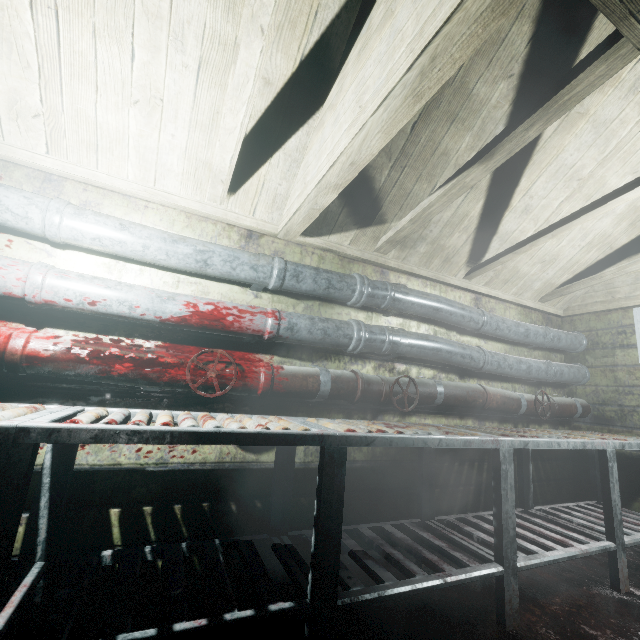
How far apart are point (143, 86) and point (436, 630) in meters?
2.9

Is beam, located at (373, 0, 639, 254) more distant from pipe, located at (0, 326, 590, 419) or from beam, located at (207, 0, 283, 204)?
pipe, located at (0, 326, 590, 419)

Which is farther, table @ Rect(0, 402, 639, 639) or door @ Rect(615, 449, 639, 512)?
door @ Rect(615, 449, 639, 512)

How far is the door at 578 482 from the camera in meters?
3.0

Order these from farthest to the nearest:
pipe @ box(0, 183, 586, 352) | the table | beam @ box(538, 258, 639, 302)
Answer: beam @ box(538, 258, 639, 302) < pipe @ box(0, 183, 586, 352) < the table

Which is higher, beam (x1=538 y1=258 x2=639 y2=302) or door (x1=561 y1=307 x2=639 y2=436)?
beam (x1=538 y1=258 x2=639 y2=302)

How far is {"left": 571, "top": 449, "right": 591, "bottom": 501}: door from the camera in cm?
304

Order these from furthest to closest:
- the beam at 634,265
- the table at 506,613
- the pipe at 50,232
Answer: the beam at 634,265
the pipe at 50,232
the table at 506,613
